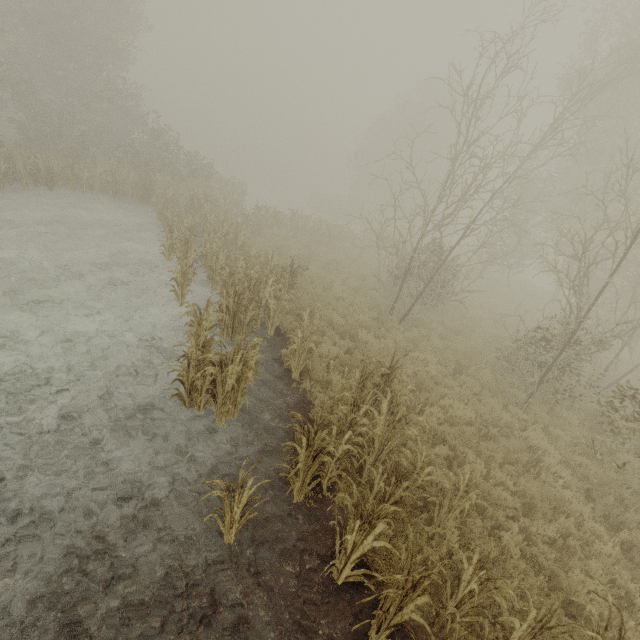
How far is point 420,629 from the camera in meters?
4.1 m

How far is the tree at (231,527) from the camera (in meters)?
3.88

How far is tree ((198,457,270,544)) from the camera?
3.88m
